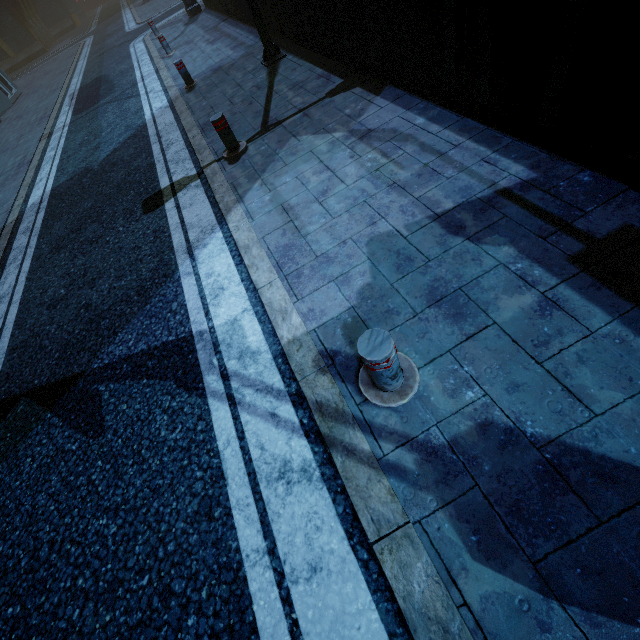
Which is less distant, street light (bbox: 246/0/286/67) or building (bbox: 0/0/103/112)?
street light (bbox: 246/0/286/67)

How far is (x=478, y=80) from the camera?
3.5 meters

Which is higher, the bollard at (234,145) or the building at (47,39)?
the building at (47,39)

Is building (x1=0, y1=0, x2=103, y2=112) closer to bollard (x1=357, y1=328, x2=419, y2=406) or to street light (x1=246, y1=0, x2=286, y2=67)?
street light (x1=246, y1=0, x2=286, y2=67)

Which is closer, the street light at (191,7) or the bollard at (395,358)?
the bollard at (395,358)

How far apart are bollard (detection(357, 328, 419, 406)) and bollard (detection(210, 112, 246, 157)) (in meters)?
4.56

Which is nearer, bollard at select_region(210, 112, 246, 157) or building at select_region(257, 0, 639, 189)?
building at select_region(257, 0, 639, 189)
